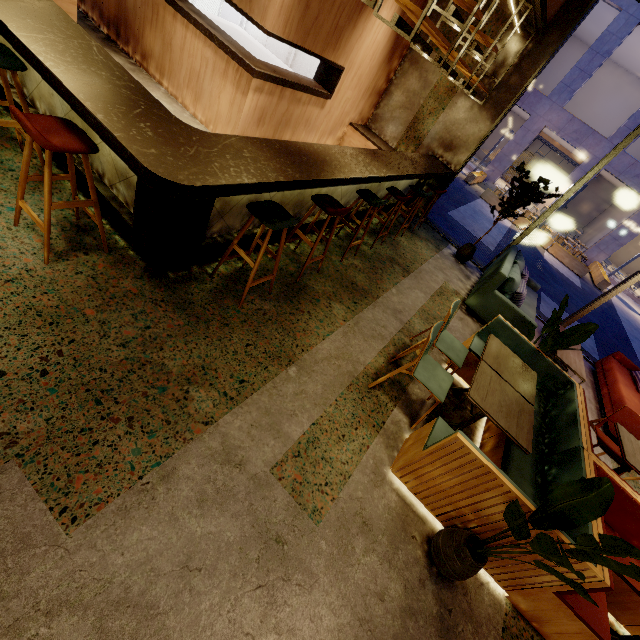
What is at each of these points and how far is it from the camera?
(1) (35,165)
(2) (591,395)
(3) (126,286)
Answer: (1) building, 3.0 meters
(2) building, 5.9 meters
(3) building, 2.7 meters

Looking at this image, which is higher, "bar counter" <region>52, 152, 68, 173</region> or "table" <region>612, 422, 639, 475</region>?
"table" <region>612, 422, 639, 475</region>

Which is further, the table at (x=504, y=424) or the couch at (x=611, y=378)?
the couch at (x=611, y=378)

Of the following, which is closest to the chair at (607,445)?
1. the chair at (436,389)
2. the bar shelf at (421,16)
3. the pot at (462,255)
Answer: the chair at (436,389)

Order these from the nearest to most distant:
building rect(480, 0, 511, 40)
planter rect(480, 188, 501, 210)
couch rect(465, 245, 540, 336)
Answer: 1. couch rect(465, 245, 540, 336)
2. building rect(480, 0, 511, 40)
3. planter rect(480, 188, 501, 210)

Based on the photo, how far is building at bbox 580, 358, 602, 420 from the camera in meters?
5.4

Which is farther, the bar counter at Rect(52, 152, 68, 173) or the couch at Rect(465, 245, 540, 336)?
the couch at Rect(465, 245, 540, 336)

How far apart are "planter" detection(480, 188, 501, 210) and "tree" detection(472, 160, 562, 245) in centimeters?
1145cm
